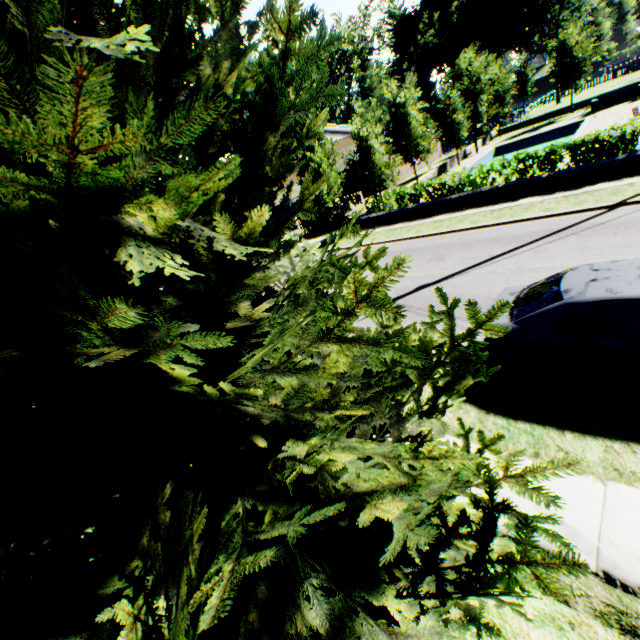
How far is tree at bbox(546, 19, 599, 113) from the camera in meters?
31.1 m

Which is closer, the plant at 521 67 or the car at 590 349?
the car at 590 349

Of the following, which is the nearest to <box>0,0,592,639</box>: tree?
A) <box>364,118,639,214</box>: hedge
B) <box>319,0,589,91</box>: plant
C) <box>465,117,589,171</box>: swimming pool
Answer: <box>465,117,589,171</box>: swimming pool

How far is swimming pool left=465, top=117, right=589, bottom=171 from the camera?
28.91m

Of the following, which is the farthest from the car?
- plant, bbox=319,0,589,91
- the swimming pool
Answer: the swimming pool

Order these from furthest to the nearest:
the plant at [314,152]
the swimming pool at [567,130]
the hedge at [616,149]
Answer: the swimming pool at [567,130] → the plant at [314,152] → the hedge at [616,149]

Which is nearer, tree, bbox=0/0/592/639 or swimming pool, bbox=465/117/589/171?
tree, bbox=0/0/592/639

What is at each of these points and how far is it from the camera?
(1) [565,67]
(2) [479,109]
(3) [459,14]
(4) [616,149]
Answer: (1) tree, 32.2 meters
(2) tree, 30.6 meters
(3) plant, 44.0 meters
(4) hedge, 12.8 meters
